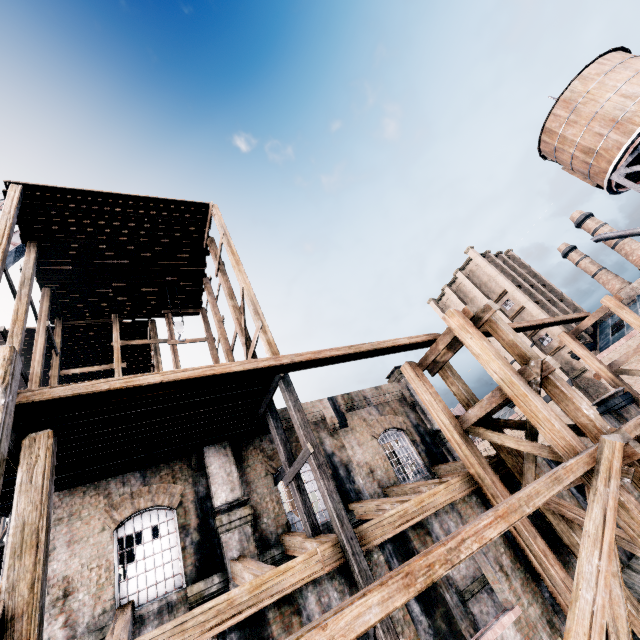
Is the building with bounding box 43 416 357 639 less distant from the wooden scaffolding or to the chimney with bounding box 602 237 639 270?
the wooden scaffolding

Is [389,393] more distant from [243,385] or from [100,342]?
[100,342]

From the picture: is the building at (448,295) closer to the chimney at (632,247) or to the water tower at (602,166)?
the water tower at (602,166)

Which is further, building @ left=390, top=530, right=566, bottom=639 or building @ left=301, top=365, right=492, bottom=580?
building @ left=301, top=365, right=492, bottom=580

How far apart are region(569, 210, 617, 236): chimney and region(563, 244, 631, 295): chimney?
2.6m

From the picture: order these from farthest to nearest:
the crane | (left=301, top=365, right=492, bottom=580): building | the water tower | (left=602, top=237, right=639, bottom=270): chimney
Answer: (left=602, top=237, right=639, bottom=270): chimney → the water tower → the crane → (left=301, top=365, right=492, bottom=580): building

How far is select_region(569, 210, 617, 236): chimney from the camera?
54.5m

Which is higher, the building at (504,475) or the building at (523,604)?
the building at (504,475)
